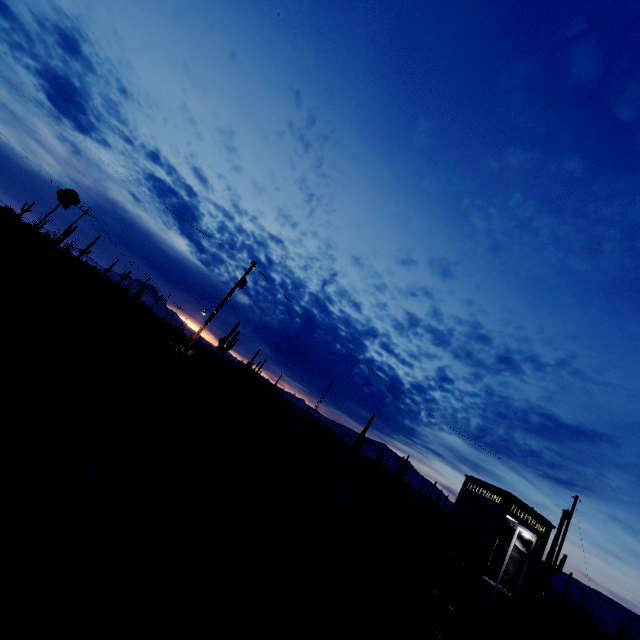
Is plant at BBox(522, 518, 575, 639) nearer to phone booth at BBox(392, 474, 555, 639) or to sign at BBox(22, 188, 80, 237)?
phone booth at BBox(392, 474, 555, 639)

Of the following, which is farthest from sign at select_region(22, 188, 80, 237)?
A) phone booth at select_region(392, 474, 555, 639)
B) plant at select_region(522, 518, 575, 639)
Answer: plant at select_region(522, 518, 575, 639)

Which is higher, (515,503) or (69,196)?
(69,196)

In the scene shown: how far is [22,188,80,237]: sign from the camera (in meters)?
19.58

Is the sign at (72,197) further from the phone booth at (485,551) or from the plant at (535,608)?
the plant at (535,608)

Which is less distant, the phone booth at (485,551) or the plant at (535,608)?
the phone booth at (485,551)
